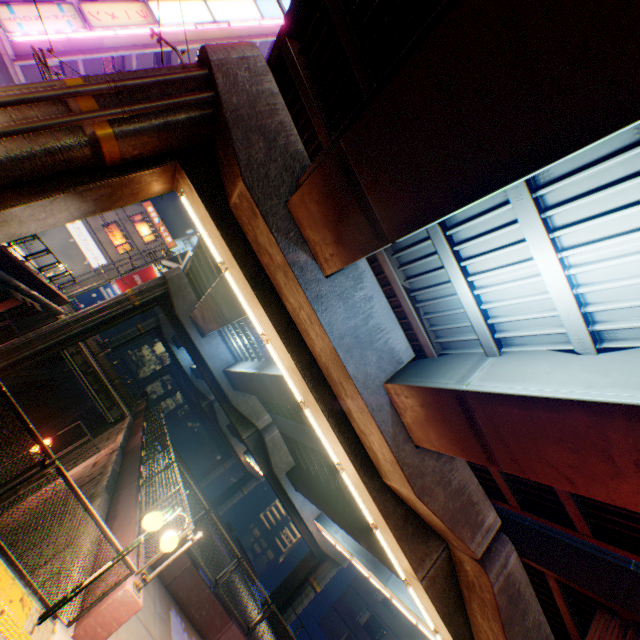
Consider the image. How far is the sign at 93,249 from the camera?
34.1 meters

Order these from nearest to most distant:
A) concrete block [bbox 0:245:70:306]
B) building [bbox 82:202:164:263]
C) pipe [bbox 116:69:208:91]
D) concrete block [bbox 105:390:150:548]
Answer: pipe [bbox 116:69:208:91], concrete block [bbox 105:390:150:548], concrete block [bbox 0:245:70:306], building [bbox 82:202:164:263]

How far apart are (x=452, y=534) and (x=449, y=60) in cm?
1133

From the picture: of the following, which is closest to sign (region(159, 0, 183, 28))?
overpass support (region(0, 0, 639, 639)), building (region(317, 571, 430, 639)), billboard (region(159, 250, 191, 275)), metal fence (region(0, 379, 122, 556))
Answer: metal fence (region(0, 379, 122, 556))

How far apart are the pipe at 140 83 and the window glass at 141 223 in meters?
35.0

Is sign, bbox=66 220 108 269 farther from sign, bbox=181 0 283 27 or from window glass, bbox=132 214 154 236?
sign, bbox=181 0 283 27

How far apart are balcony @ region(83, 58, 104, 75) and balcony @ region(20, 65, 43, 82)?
1.9 meters

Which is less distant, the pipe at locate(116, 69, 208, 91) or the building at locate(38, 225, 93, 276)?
the pipe at locate(116, 69, 208, 91)
